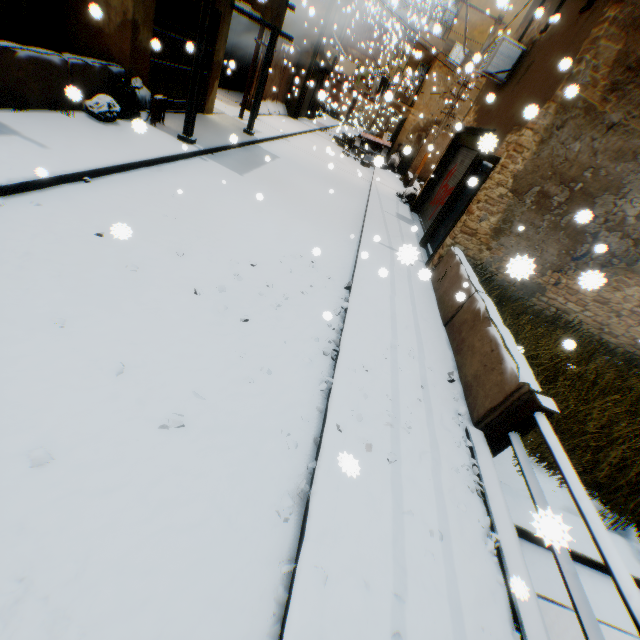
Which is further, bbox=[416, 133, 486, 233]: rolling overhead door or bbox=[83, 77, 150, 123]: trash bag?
bbox=[416, 133, 486, 233]: rolling overhead door

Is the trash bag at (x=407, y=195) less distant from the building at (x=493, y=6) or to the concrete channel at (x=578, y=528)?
the building at (x=493, y=6)

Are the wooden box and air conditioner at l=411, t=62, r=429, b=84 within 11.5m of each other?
no

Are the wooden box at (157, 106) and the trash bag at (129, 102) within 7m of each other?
yes

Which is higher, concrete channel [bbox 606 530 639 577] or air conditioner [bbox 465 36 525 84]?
air conditioner [bbox 465 36 525 84]

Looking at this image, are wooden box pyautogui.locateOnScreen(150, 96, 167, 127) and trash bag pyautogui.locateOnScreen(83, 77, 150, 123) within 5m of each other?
yes

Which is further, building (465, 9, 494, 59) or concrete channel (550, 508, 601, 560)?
building (465, 9, 494, 59)

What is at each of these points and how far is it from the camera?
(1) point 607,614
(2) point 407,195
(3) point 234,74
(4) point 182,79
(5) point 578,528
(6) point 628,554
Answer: (1) concrete channel, 3.6 meters
(2) trash bag, 14.1 meters
(3) building, 19.0 meters
(4) wooden gate, 9.5 meters
(5) concrete channel, 4.2 meters
(6) concrete channel, 4.2 meters
